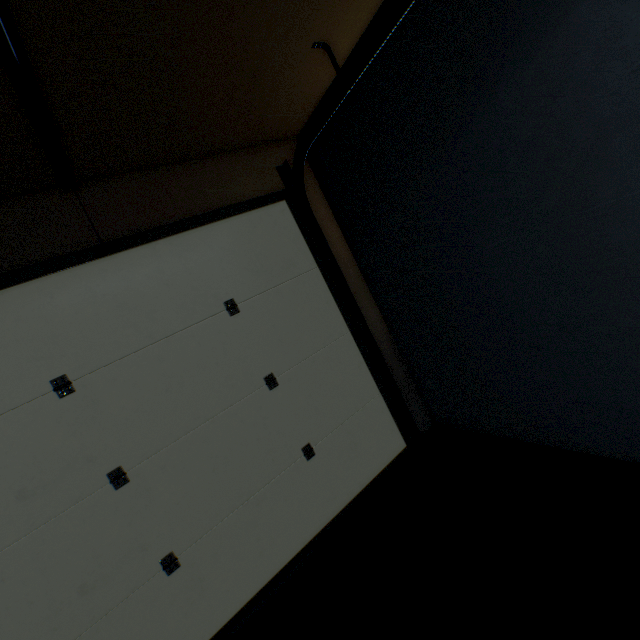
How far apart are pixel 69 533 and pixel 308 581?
1.2 meters
